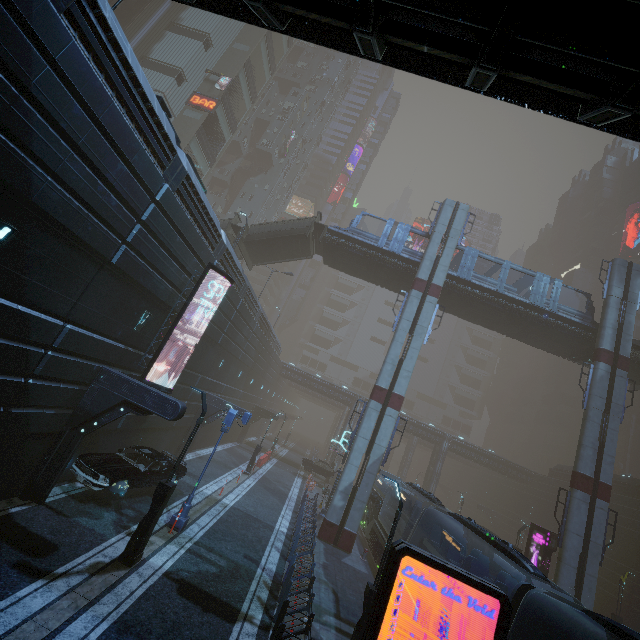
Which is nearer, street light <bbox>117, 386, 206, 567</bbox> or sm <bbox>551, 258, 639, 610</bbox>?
street light <bbox>117, 386, 206, 567</bbox>

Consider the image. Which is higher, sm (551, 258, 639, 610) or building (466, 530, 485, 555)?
sm (551, 258, 639, 610)

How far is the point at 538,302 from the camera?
25.6 meters

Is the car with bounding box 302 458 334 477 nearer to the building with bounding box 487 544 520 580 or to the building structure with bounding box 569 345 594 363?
the building with bounding box 487 544 520 580

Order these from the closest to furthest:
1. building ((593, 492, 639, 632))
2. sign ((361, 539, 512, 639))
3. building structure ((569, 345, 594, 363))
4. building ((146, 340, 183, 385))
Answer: sign ((361, 539, 512, 639)) < building ((146, 340, 183, 385)) < building structure ((569, 345, 594, 363)) < building ((593, 492, 639, 632))

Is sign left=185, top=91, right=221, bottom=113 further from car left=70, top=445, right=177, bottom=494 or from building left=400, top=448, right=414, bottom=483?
car left=70, top=445, right=177, bottom=494

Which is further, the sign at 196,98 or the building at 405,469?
the building at 405,469

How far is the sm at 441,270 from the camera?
20.1 meters
